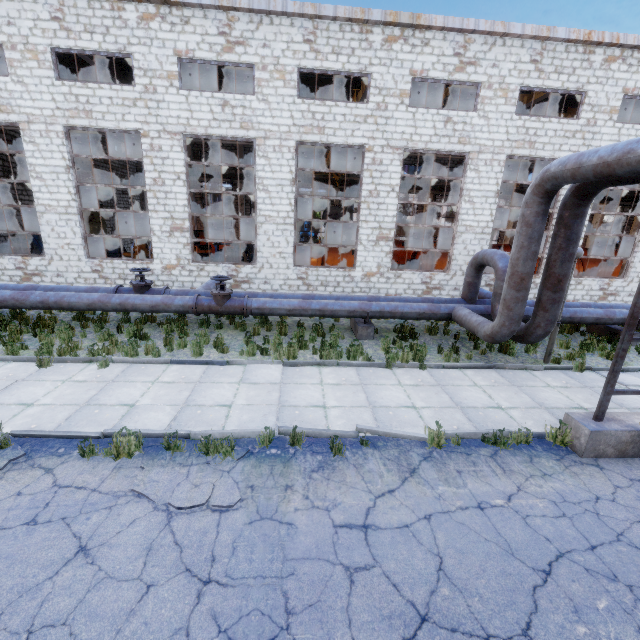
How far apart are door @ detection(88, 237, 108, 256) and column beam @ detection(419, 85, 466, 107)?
23.2 meters

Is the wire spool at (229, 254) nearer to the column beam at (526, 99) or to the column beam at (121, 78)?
the column beam at (121, 78)

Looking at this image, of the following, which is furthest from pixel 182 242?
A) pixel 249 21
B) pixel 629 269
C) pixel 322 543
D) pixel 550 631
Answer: pixel 629 269

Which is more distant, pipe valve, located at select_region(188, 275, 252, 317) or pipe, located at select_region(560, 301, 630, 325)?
pipe, located at select_region(560, 301, 630, 325)

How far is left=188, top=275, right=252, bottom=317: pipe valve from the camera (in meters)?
10.27

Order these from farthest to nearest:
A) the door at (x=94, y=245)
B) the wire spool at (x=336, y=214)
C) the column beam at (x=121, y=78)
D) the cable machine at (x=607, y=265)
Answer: the door at (x=94, y=245)
the wire spool at (x=336, y=214)
the cable machine at (x=607, y=265)
the column beam at (x=121, y=78)

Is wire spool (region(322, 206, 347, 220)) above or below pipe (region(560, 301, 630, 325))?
above

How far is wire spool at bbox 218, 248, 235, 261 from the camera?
17.9m
